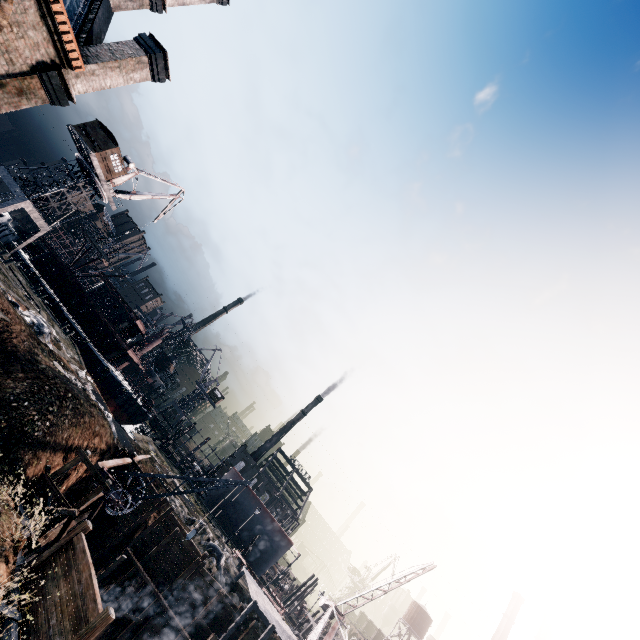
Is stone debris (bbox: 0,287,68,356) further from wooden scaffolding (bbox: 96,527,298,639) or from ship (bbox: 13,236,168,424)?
ship (bbox: 13,236,168,424)

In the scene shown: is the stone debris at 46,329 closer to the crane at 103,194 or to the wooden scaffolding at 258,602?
the wooden scaffolding at 258,602

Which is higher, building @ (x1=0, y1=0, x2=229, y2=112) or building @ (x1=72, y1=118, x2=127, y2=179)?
building @ (x1=72, y1=118, x2=127, y2=179)

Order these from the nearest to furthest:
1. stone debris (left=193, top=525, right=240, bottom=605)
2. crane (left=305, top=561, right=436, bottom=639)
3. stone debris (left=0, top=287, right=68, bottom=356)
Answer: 1. stone debris (left=0, top=287, right=68, bottom=356)
2. crane (left=305, top=561, right=436, bottom=639)
3. stone debris (left=193, top=525, right=240, bottom=605)

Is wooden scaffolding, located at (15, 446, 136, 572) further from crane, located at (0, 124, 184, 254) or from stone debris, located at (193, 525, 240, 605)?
crane, located at (0, 124, 184, 254)

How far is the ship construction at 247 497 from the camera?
50.72m

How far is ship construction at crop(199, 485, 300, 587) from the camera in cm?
5072

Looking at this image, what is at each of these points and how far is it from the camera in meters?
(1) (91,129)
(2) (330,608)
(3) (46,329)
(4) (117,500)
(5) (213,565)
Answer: (1) building, 39.9 m
(2) crane, 29.7 m
(3) stone debris, 26.3 m
(4) crane, 18.6 m
(5) stone debris, 28.1 m
